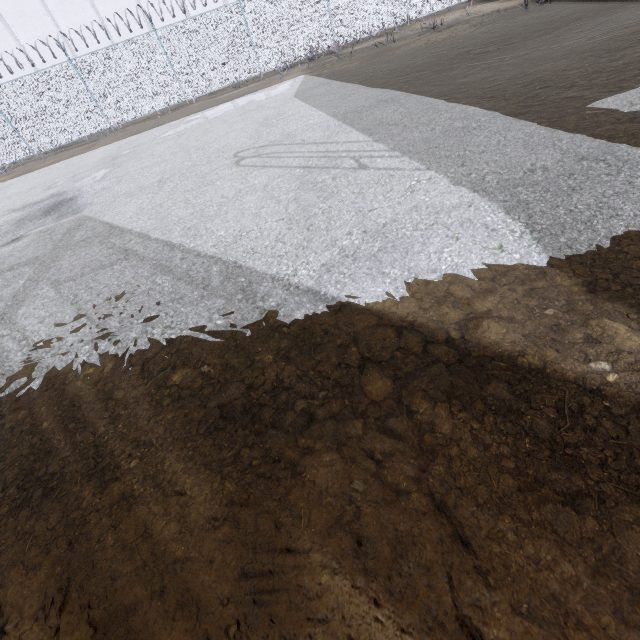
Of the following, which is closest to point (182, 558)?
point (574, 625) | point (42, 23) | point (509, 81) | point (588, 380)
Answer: point (574, 625)
